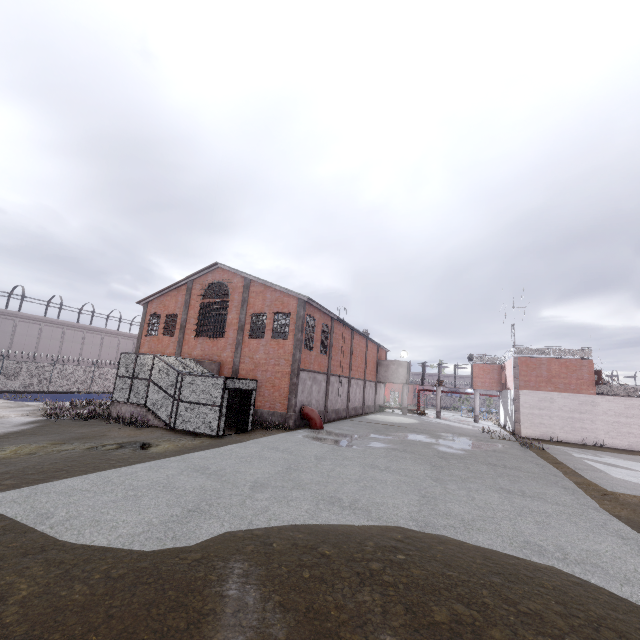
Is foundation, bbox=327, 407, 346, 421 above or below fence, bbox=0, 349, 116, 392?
below

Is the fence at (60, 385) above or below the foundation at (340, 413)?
above

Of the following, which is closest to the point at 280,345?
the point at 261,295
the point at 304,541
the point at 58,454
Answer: the point at 261,295

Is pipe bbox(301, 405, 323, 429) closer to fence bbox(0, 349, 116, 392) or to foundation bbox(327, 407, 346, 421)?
foundation bbox(327, 407, 346, 421)

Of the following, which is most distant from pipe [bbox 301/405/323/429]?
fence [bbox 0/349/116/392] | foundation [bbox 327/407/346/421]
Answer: fence [bbox 0/349/116/392]

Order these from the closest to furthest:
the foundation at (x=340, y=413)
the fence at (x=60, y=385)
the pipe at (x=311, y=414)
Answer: the pipe at (x=311, y=414) < the foundation at (x=340, y=413) < the fence at (x=60, y=385)

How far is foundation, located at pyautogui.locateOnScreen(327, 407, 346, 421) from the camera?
27.8m
